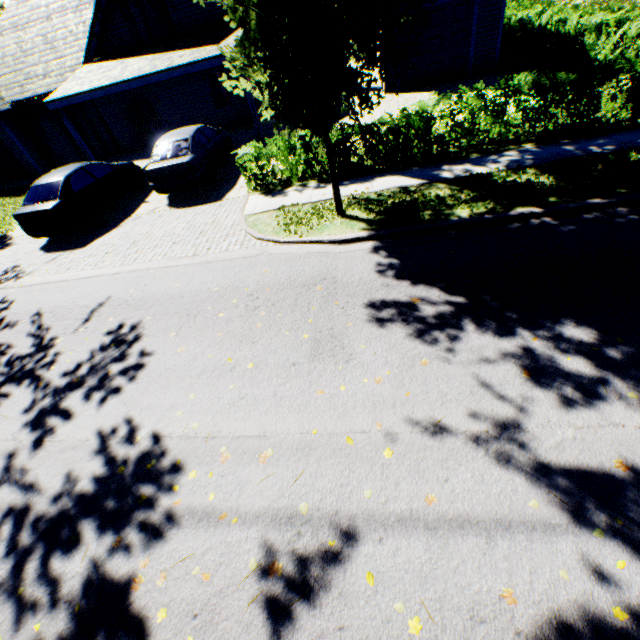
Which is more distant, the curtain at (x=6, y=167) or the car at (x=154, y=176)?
the curtain at (x=6, y=167)

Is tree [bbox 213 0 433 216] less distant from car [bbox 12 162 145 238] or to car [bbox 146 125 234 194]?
car [bbox 146 125 234 194]

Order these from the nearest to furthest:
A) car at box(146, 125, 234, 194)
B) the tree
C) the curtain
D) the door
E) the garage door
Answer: the tree
car at box(146, 125, 234, 194)
the garage door
the door
the curtain

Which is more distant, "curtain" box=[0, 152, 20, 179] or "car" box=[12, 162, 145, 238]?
"curtain" box=[0, 152, 20, 179]

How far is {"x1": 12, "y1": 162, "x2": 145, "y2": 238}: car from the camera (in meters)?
9.77

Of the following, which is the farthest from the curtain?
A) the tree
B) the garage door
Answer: the garage door

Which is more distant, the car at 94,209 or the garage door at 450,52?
the garage door at 450,52

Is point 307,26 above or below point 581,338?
above
